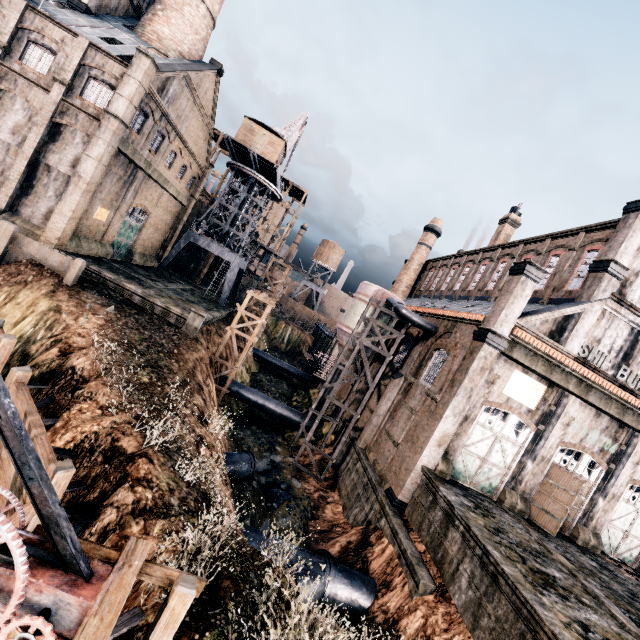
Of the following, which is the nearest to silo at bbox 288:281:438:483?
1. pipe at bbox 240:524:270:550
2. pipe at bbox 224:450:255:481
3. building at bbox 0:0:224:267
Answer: building at bbox 0:0:224:267

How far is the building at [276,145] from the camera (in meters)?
36.66

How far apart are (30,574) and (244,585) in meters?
6.8

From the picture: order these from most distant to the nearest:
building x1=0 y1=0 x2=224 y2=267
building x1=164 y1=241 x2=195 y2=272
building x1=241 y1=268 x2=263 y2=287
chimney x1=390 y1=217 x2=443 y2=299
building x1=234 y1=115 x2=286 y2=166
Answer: building x1=241 y1=268 x2=263 y2=287, building x1=164 y1=241 x2=195 y2=272, chimney x1=390 y1=217 x2=443 y2=299, building x1=234 y1=115 x2=286 y2=166, building x1=0 y1=0 x2=224 y2=267

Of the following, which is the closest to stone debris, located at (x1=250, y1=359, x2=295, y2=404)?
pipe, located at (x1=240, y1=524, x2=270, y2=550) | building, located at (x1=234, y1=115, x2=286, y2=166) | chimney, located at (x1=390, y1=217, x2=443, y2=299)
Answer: pipe, located at (x1=240, y1=524, x2=270, y2=550)

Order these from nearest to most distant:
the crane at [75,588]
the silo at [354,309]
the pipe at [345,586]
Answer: the crane at [75,588] → the pipe at [345,586] → the silo at [354,309]

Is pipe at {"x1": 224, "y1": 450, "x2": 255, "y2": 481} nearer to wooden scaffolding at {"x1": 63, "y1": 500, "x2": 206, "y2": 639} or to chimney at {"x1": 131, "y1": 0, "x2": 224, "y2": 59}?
wooden scaffolding at {"x1": 63, "y1": 500, "x2": 206, "y2": 639}

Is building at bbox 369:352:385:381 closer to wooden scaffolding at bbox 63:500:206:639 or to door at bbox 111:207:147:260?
door at bbox 111:207:147:260
